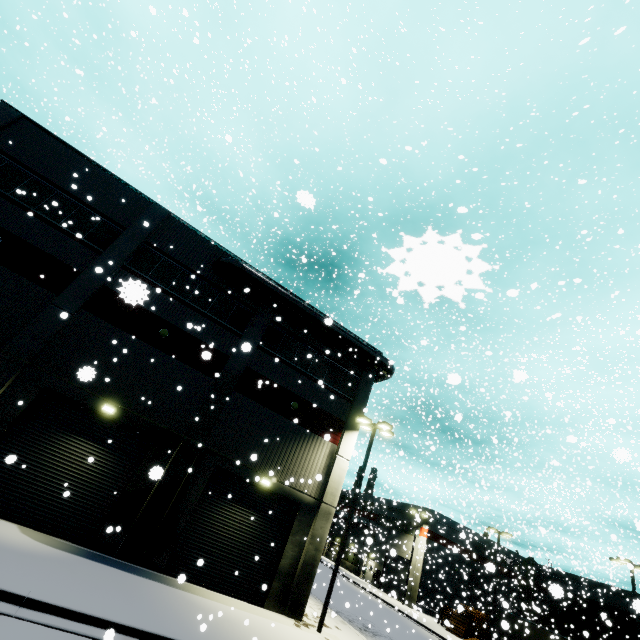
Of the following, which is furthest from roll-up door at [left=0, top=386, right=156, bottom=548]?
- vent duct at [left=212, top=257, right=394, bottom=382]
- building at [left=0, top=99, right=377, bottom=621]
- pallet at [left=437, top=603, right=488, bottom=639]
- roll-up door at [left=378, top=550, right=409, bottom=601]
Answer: pallet at [left=437, top=603, right=488, bottom=639]

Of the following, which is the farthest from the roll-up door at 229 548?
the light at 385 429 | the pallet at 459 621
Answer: the pallet at 459 621

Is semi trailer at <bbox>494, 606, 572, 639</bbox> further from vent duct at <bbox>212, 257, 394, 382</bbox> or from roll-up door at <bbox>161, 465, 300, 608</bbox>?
vent duct at <bbox>212, 257, 394, 382</bbox>

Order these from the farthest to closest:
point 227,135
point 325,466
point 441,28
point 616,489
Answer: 1. point 616,489
2. point 325,466
3. point 441,28
4. point 227,135

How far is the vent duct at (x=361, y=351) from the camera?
18.06m

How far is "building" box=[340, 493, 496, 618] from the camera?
36.7 meters

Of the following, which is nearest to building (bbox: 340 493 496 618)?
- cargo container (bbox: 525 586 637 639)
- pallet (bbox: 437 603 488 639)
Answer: cargo container (bbox: 525 586 637 639)
